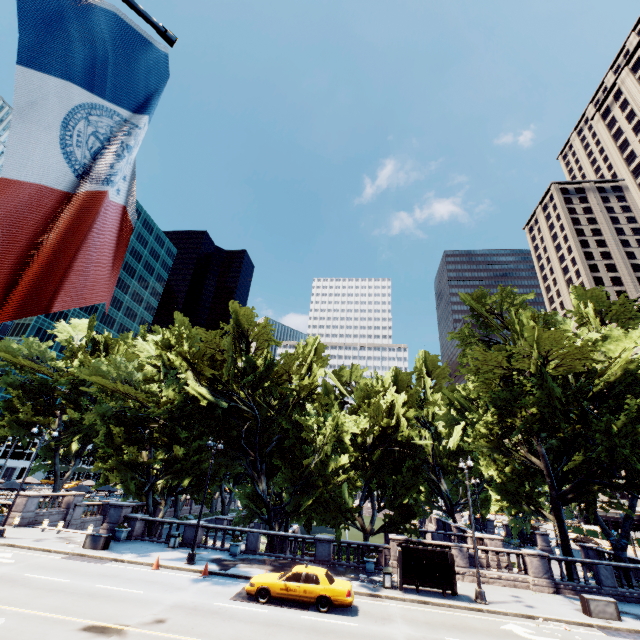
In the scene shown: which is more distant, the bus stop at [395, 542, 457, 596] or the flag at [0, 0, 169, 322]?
the bus stop at [395, 542, 457, 596]

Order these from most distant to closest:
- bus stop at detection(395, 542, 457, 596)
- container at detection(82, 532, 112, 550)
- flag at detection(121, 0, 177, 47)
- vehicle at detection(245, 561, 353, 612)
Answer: container at detection(82, 532, 112, 550) → bus stop at detection(395, 542, 457, 596) → vehicle at detection(245, 561, 353, 612) → flag at detection(121, 0, 177, 47)

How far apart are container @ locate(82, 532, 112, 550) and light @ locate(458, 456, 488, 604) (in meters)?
23.60

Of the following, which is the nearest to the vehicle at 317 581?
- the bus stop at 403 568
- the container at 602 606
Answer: the bus stop at 403 568

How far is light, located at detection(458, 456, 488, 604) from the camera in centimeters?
1784cm

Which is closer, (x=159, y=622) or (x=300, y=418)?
(x=159, y=622)

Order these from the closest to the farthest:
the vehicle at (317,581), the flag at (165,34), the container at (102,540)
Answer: the flag at (165,34) → the vehicle at (317,581) → the container at (102,540)

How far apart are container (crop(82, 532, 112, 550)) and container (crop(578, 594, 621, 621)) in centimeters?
2930cm
